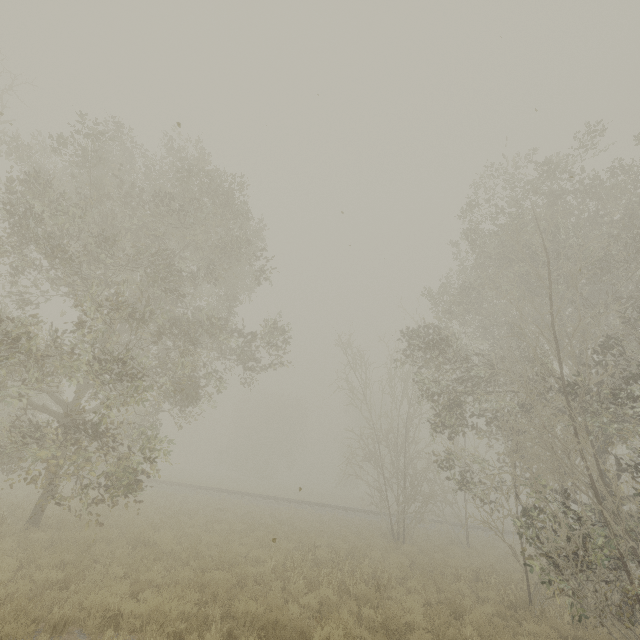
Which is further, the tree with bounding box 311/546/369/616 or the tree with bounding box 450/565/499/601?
the tree with bounding box 450/565/499/601

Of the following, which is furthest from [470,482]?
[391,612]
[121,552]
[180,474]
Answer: [180,474]

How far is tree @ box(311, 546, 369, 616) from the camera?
8.4m

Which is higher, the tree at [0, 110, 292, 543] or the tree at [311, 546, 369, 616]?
the tree at [0, 110, 292, 543]

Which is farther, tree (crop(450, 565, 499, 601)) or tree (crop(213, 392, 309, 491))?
tree (crop(213, 392, 309, 491))

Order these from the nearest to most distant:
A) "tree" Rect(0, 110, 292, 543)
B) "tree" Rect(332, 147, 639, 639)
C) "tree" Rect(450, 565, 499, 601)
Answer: "tree" Rect(332, 147, 639, 639), "tree" Rect(0, 110, 292, 543), "tree" Rect(450, 565, 499, 601)

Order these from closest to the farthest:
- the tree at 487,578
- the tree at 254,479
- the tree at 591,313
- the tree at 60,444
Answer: the tree at 591,313 → the tree at 60,444 → the tree at 487,578 → the tree at 254,479

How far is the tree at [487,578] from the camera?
10.90m
